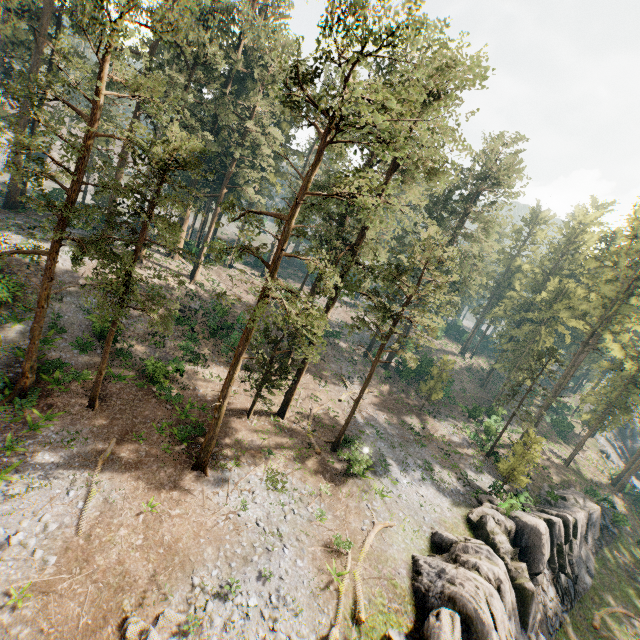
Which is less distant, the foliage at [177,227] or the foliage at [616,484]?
the foliage at [177,227]

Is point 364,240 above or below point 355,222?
below

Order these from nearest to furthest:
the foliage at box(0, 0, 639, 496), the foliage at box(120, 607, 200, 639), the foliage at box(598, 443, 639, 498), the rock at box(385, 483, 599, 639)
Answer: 1. the foliage at box(120, 607, 200, 639)
2. the foliage at box(0, 0, 639, 496)
3. the rock at box(385, 483, 599, 639)
4. the foliage at box(598, 443, 639, 498)

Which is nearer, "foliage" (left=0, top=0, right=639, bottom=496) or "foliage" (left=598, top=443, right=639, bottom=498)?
"foliage" (left=0, top=0, right=639, bottom=496)

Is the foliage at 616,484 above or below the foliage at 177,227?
below

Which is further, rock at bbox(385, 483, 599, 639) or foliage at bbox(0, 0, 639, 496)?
rock at bbox(385, 483, 599, 639)
